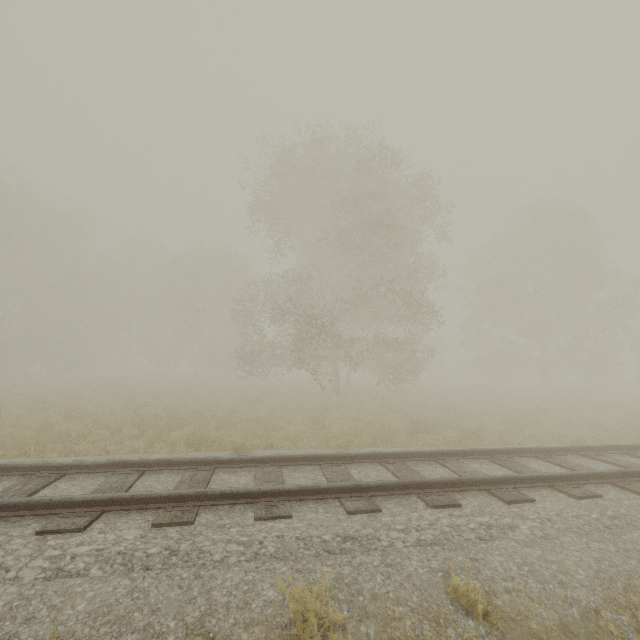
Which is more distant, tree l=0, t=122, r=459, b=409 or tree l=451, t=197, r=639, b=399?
tree l=451, t=197, r=639, b=399

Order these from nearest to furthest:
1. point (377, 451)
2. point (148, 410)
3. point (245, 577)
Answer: point (245, 577), point (377, 451), point (148, 410)

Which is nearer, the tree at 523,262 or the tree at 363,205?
the tree at 363,205
